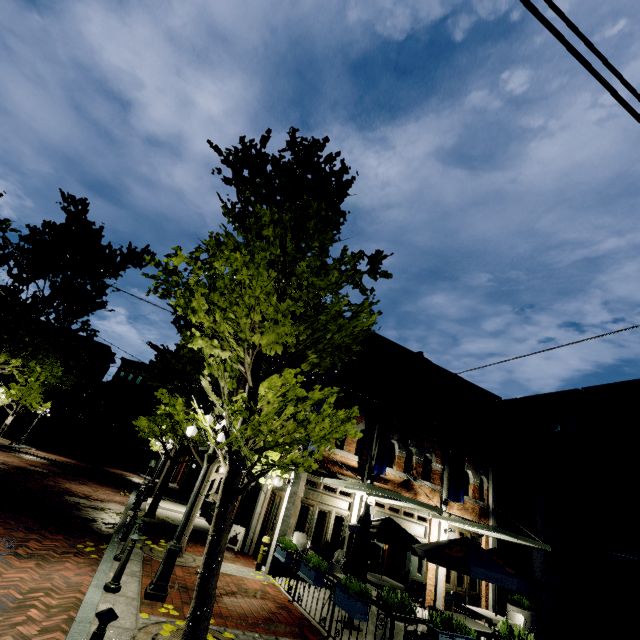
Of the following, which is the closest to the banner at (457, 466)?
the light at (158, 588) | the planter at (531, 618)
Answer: the planter at (531, 618)

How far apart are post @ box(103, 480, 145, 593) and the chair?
4.75m

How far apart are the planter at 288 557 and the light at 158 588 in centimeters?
362cm

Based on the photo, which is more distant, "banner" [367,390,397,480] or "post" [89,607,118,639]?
"banner" [367,390,397,480]

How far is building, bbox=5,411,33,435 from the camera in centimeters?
4256cm

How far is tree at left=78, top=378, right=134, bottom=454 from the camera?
42.9 meters

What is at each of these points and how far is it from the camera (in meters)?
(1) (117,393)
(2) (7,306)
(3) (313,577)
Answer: (1) tree, 44.81
(2) tree, 19.70
(3) planter, 7.52

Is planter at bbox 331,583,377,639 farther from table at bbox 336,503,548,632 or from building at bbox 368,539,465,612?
building at bbox 368,539,465,612
